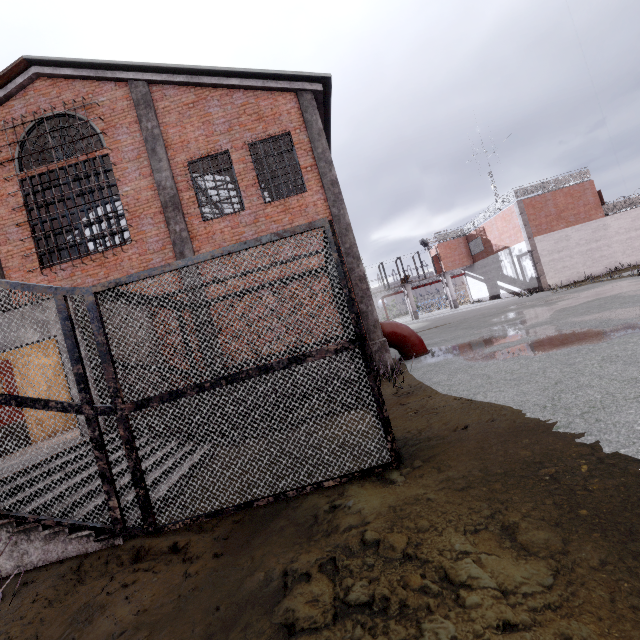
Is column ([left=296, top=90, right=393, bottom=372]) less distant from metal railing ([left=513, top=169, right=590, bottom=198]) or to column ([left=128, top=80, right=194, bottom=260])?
column ([left=128, top=80, right=194, bottom=260])

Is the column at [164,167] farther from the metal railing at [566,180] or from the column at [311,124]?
the metal railing at [566,180]

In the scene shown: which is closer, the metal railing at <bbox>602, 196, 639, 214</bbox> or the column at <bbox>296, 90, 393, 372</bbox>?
the column at <bbox>296, 90, 393, 372</bbox>

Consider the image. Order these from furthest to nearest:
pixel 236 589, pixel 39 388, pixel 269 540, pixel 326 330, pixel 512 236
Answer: pixel 512 236
pixel 39 388
pixel 326 330
pixel 269 540
pixel 236 589

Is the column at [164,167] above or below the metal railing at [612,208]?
above

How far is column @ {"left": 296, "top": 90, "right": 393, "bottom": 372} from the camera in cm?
963

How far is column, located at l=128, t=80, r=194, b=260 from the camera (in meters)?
9.88
